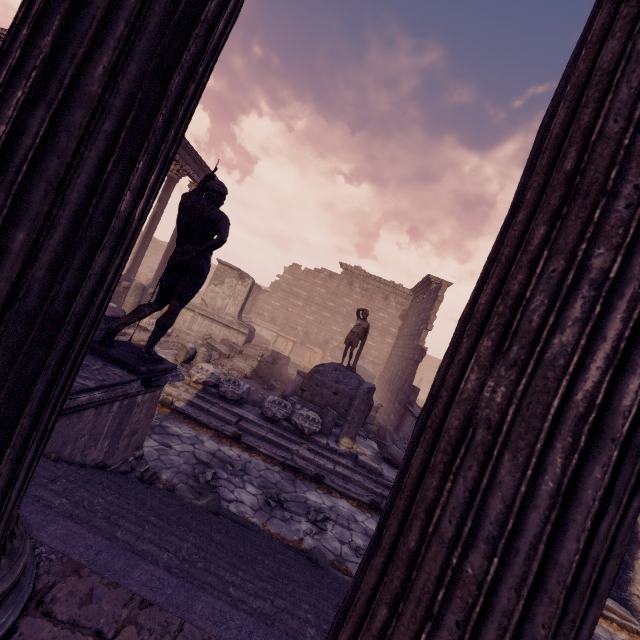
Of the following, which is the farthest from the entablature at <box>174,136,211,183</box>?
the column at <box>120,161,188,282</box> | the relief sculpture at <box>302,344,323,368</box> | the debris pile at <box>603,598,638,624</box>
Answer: the debris pile at <box>603,598,638,624</box>

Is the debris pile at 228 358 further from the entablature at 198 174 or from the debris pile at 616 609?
the entablature at 198 174

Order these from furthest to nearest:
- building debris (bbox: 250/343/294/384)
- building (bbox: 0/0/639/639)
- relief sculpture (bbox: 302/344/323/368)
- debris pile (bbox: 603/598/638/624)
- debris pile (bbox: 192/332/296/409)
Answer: relief sculpture (bbox: 302/344/323/368) < building debris (bbox: 250/343/294/384) < debris pile (bbox: 192/332/296/409) < debris pile (bbox: 603/598/638/624) < building (bbox: 0/0/639/639)

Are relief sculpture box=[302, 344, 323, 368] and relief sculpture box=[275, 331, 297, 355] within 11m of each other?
yes

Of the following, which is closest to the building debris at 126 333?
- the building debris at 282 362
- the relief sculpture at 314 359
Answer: the building debris at 282 362

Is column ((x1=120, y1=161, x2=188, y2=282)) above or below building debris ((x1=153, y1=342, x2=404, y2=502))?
above

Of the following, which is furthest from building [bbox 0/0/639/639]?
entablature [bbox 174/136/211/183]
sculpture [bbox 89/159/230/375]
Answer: entablature [bbox 174/136/211/183]

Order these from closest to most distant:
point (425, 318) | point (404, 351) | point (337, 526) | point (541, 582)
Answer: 1. point (541, 582)
2. point (337, 526)
3. point (425, 318)
4. point (404, 351)
